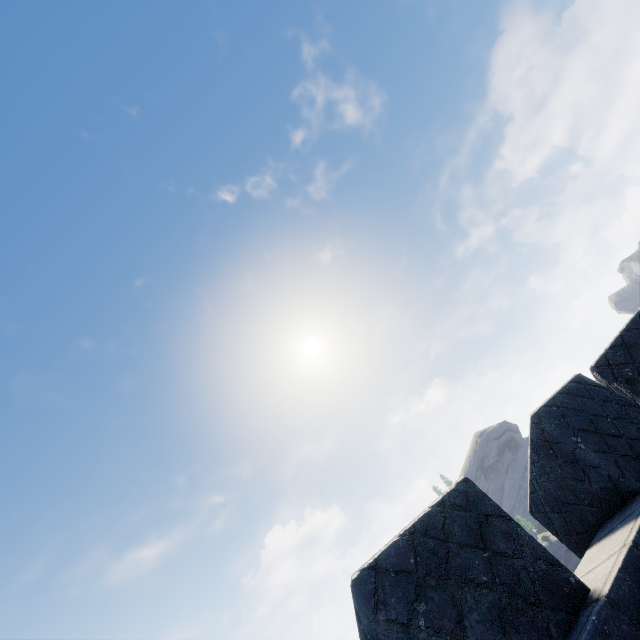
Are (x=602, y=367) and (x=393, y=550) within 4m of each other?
no
